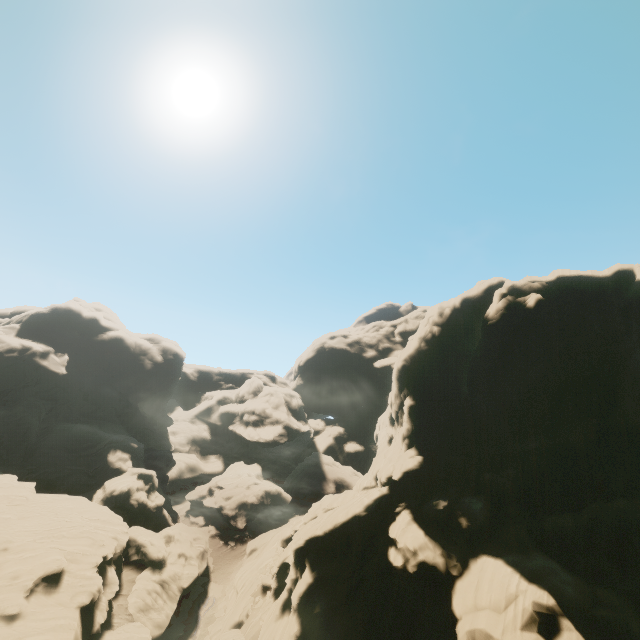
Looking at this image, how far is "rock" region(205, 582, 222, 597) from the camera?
42.3m

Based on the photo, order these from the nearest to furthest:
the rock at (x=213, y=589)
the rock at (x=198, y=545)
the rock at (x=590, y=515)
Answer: the rock at (x=590, y=515) → the rock at (x=198, y=545) → the rock at (x=213, y=589)

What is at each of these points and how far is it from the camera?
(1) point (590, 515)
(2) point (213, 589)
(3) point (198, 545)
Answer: (1) rock, 25.42m
(2) rock, 43.25m
(3) rock, 46.22m

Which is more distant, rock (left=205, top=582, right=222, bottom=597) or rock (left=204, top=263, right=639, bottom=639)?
rock (left=205, top=582, right=222, bottom=597)

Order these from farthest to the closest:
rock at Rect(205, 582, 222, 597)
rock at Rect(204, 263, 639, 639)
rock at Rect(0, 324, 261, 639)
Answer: rock at Rect(205, 582, 222, 597), rock at Rect(0, 324, 261, 639), rock at Rect(204, 263, 639, 639)

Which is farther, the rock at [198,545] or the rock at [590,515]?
the rock at [198,545]

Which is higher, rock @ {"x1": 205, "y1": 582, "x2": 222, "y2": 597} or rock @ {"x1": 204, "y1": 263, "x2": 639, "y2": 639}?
rock @ {"x1": 204, "y1": 263, "x2": 639, "y2": 639}
